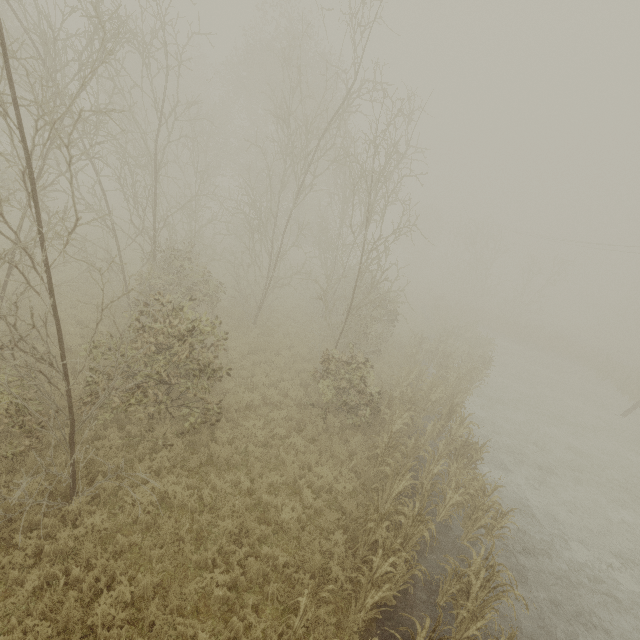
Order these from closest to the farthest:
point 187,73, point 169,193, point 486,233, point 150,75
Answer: point 150,75, point 187,73, point 169,193, point 486,233
